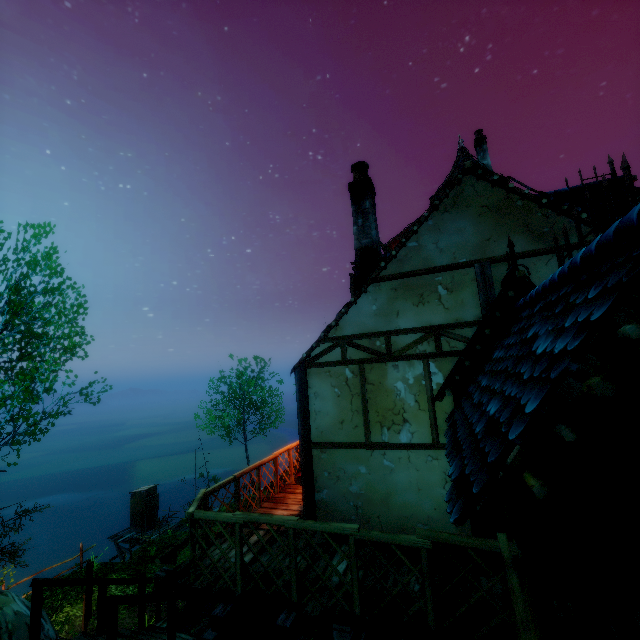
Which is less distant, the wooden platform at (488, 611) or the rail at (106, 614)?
the wooden platform at (488, 611)

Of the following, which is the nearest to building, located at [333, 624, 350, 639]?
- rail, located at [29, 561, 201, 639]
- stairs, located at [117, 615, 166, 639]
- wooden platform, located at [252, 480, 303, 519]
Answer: wooden platform, located at [252, 480, 303, 519]

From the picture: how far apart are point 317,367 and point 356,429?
1.3m

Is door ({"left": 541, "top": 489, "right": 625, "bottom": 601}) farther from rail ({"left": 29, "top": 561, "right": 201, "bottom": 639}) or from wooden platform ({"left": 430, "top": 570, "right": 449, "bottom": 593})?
rail ({"left": 29, "top": 561, "right": 201, "bottom": 639})

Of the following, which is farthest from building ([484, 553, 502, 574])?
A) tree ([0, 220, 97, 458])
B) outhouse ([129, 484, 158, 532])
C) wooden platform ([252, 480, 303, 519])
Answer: outhouse ([129, 484, 158, 532])

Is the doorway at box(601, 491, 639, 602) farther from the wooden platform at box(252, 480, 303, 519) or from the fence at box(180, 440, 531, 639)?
the fence at box(180, 440, 531, 639)

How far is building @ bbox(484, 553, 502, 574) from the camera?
4.43m

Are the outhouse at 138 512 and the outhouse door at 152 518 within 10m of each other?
yes
